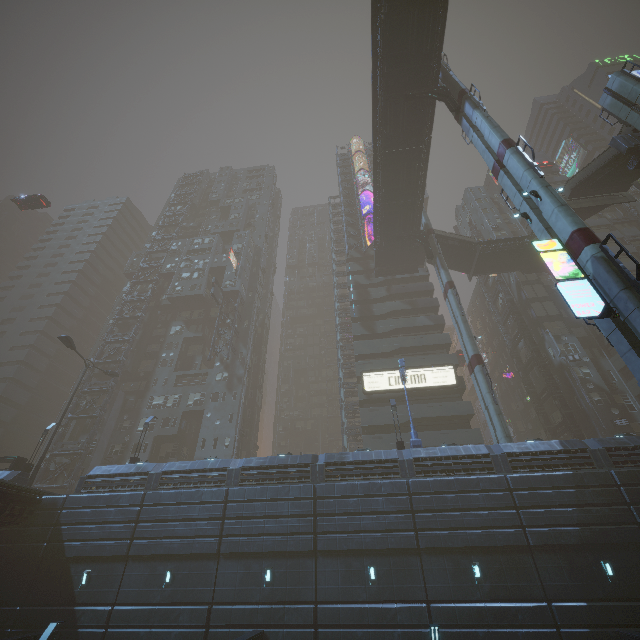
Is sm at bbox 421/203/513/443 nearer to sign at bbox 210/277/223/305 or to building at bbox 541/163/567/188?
building at bbox 541/163/567/188

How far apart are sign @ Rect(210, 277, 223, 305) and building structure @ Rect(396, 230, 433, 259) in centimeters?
2626cm

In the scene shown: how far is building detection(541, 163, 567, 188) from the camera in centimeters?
5245cm

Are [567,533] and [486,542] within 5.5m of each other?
yes

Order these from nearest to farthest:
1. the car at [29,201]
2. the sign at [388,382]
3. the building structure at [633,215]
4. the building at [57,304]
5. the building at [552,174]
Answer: the sign at [388,382] < the car at [29,201] < the building structure at [633,215] < the building at [57,304] < the building at [552,174]

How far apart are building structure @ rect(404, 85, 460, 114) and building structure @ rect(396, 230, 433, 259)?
14.7m

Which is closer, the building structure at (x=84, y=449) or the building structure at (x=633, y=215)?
the building structure at (x=84, y=449)
